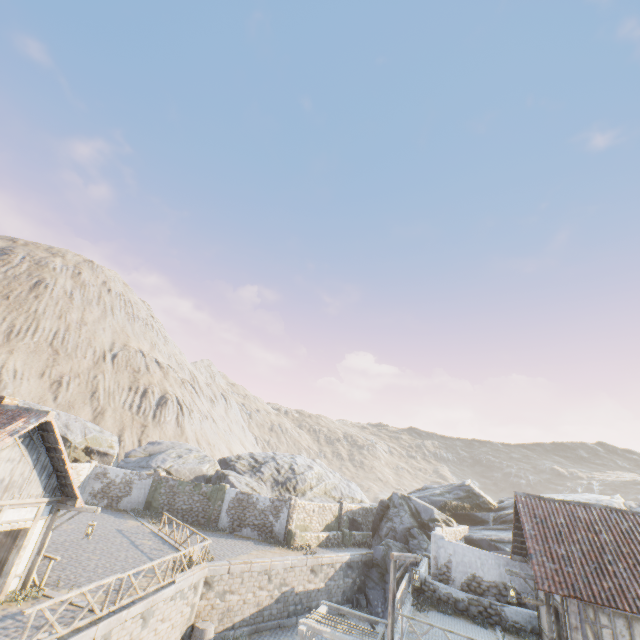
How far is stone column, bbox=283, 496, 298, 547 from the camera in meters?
23.8

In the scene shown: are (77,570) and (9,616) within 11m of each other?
yes

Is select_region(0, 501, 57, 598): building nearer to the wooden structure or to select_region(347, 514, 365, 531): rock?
select_region(347, 514, 365, 531): rock

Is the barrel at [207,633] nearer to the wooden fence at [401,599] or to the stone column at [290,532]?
the stone column at [290,532]

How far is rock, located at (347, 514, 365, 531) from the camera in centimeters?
2936cm

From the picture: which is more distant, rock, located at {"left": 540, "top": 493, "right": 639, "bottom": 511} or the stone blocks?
rock, located at {"left": 540, "top": 493, "right": 639, "bottom": 511}

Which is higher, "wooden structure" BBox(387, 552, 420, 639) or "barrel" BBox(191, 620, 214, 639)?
"wooden structure" BBox(387, 552, 420, 639)

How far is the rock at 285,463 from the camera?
24.8m
